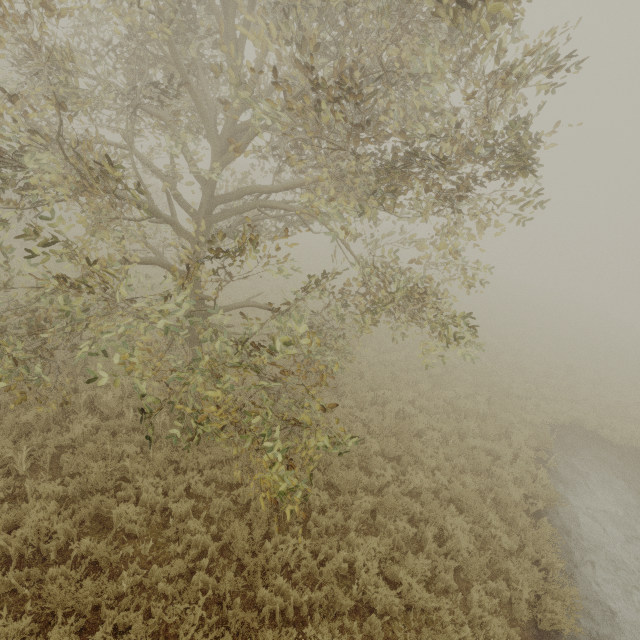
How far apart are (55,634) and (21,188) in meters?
6.3
